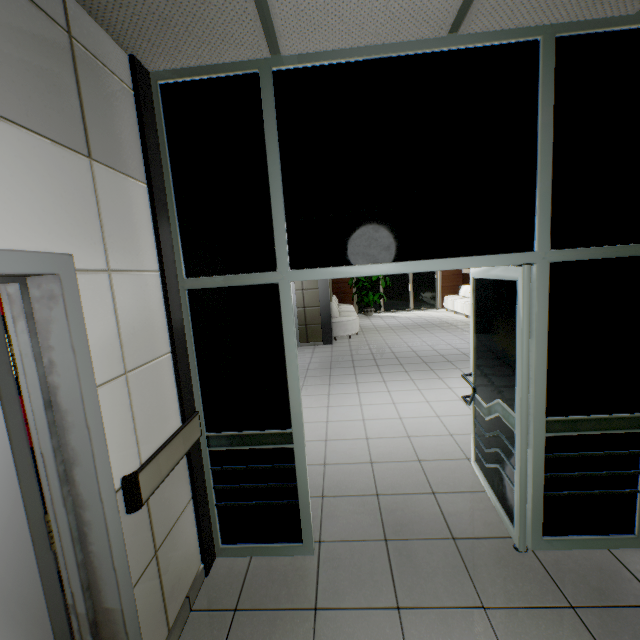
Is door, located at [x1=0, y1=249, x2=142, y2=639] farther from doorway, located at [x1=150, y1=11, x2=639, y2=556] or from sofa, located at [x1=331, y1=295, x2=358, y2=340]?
sofa, located at [x1=331, y1=295, x2=358, y2=340]

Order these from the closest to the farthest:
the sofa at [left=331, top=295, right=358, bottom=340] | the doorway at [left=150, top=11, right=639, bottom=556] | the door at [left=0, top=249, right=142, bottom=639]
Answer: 1. the door at [left=0, top=249, right=142, bottom=639]
2. the doorway at [left=150, top=11, right=639, bottom=556]
3. the sofa at [left=331, top=295, right=358, bottom=340]

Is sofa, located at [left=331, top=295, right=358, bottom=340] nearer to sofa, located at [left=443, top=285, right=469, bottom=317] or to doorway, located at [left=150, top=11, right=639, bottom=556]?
sofa, located at [left=443, top=285, right=469, bottom=317]

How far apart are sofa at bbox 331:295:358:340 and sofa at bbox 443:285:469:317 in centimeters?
398cm

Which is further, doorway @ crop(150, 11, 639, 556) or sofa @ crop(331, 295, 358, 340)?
sofa @ crop(331, 295, 358, 340)

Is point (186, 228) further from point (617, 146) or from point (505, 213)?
point (617, 146)

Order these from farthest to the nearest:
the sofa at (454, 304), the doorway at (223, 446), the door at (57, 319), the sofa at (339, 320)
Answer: the sofa at (454, 304), the sofa at (339, 320), the doorway at (223, 446), the door at (57, 319)

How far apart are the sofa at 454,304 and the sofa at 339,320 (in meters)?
3.98
